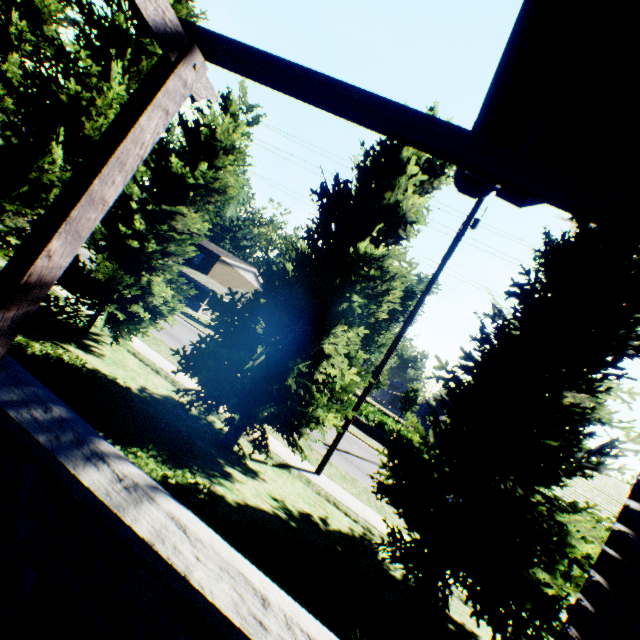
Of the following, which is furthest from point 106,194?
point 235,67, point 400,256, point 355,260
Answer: point 400,256

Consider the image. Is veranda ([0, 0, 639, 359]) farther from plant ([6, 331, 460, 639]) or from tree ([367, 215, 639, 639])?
plant ([6, 331, 460, 639])

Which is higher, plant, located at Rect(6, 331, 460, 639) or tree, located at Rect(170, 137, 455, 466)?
tree, located at Rect(170, 137, 455, 466)

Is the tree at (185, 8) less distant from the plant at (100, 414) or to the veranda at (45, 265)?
the plant at (100, 414)

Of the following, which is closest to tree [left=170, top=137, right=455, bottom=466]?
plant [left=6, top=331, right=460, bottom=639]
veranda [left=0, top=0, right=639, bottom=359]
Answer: plant [left=6, top=331, right=460, bottom=639]

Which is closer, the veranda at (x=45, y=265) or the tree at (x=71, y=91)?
the veranda at (x=45, y=265)

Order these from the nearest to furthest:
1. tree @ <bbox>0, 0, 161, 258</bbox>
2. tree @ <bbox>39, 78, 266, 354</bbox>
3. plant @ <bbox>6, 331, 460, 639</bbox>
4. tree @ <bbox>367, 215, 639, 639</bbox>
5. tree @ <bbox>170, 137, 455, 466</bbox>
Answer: plant @ <bbox>6, 331, 460, 639</bbox> → tree @ <bbox>367, 215, 639, 639</bbox> → tree @ <bbox>170, 137, 455, 466</bbox> → tree @ <bbox>39, 78, 266, 354</bbox> → tree @ <bbox>0, 0, 161, 258</bbox>
